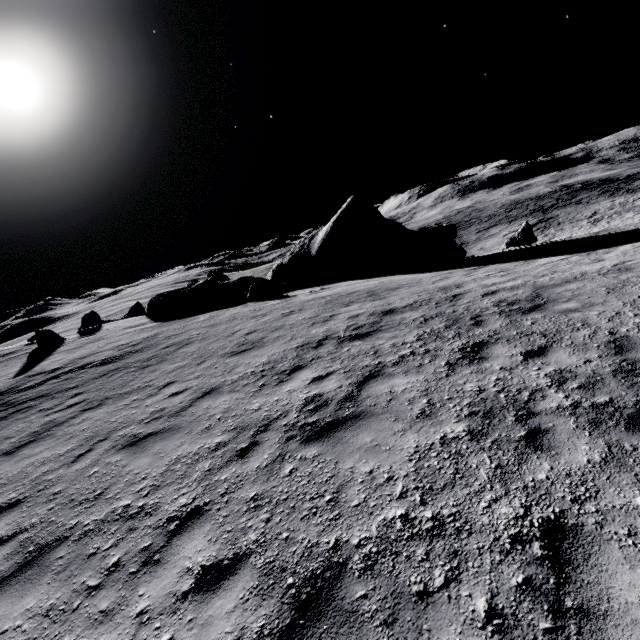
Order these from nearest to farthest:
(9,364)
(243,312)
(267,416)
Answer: (267,416), (243,312), (9,364)

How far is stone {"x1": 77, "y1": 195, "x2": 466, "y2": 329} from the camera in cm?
2191

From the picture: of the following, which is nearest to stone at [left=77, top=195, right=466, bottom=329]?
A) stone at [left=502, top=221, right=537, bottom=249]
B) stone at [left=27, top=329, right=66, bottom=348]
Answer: stone at [left=502, top=221, right=537, bottom=249]

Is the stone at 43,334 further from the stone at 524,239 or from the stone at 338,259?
the stone at 524,239

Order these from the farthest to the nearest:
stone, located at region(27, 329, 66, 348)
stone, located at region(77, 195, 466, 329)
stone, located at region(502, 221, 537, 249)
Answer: stone, located at region(77, 195, 466, 329) < stone, located at region(27, 329, 66, 348) < stone, located at region(502, 221, 537, 249)

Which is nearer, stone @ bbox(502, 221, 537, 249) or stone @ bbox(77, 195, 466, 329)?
stone @ bbox(502, 221, 537, 249)

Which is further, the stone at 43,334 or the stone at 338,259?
the stone at 338,259
